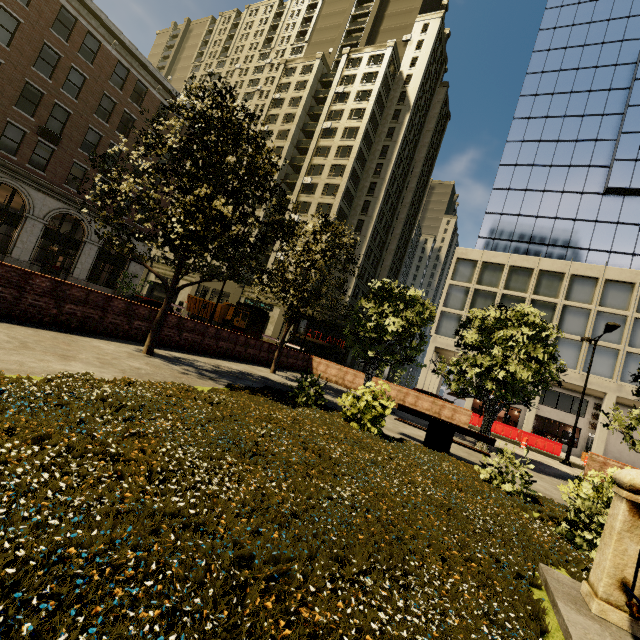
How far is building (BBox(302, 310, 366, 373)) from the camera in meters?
37.6

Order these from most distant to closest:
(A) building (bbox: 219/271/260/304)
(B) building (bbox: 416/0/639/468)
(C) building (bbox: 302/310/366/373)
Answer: (A) building (bbox: 219/271/260/304)
(C) building (bbox: 302/310/366/373)
(B) building (bbox: 416/0/639/468)

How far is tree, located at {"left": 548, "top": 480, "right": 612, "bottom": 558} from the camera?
4.5m

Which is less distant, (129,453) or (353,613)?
(353,613)

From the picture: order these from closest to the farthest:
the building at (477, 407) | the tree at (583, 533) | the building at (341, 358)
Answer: the tree at (583, 533), the building at (477, 407), the building at (341, 358)

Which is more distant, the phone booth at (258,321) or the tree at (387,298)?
the phone booth at (258,321)

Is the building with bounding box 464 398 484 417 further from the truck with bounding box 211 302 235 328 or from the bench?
the bench

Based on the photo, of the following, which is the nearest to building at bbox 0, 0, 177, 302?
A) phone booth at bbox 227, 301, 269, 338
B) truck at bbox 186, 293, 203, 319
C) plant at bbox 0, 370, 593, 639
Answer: truck at bbox 186, 293, 203, 319
